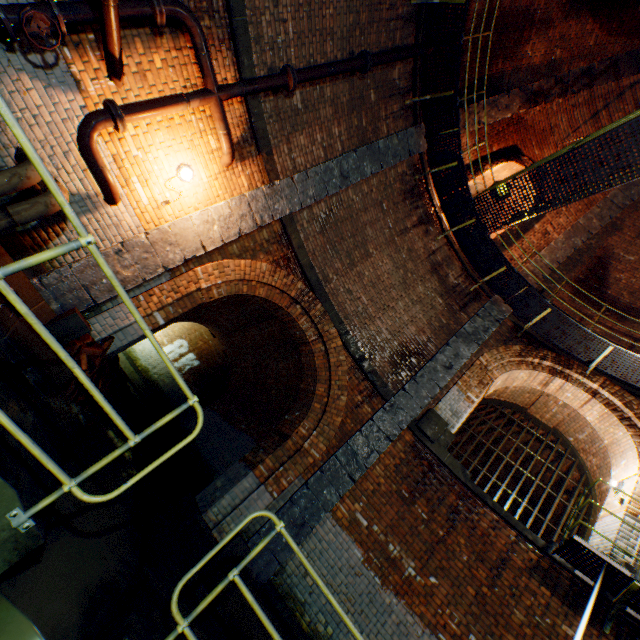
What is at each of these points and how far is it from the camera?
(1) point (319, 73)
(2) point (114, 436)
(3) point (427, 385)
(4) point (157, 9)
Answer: (1) pipe, 5.9 meters
(2) building tunnel, 6.6 meters
(3) support column, 7.8 meters
(4) pipe end, 4.0 meters

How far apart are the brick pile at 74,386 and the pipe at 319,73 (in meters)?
5.40

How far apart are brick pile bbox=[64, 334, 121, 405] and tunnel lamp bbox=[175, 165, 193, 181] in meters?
2.3

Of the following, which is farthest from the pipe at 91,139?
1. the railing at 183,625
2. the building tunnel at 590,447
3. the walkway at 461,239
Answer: the building tunnel at 590,447

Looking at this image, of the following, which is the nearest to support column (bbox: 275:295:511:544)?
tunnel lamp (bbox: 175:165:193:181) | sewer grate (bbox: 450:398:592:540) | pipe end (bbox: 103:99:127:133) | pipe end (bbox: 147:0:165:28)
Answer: sewer grate (bbox: 450:398:592:540)

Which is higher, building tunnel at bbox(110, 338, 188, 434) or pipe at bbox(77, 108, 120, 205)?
pipe at bbox(77, 108, 120, 205)

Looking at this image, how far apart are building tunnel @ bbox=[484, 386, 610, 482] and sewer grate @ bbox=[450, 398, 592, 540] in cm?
0

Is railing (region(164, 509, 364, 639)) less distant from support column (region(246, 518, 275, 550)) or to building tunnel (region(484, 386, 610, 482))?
support column (region(246, 518, 275, 550))
